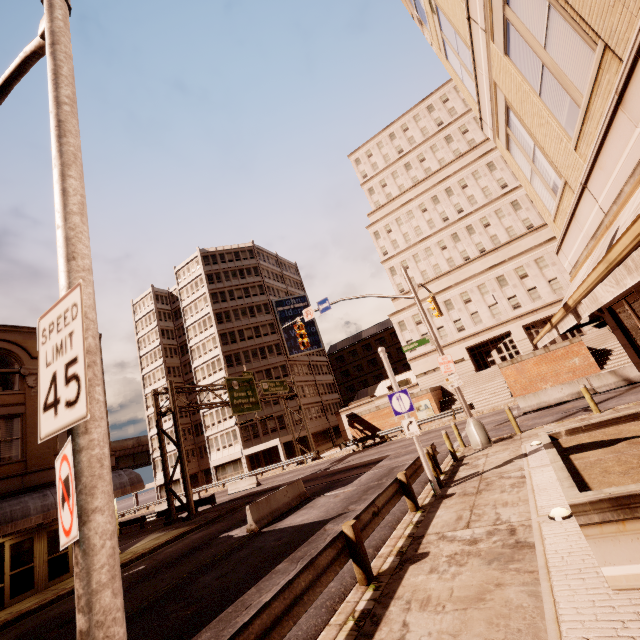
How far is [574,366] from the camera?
28.1 meters

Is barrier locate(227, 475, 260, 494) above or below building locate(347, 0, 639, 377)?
below

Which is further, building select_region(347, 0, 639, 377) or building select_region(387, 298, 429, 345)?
building select_region(387, 298, 429, 345)

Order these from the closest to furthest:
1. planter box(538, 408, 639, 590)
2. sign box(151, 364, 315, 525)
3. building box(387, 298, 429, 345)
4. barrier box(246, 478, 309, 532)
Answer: planter box(538, 408, 639, 590) → barrier box(246, 478, 309, 532) → sign box(151, 364, 315, 525) → building box(387, 298, 429, 345)

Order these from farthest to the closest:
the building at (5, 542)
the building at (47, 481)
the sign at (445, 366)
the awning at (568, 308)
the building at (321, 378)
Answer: the building at (321, 378) < the building at (47, 481) < the sign at (445, 366) < the building at (5, 542) < the awning at (568, 308)

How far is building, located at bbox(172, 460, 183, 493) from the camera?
51.3 meters

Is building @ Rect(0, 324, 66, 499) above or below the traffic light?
above

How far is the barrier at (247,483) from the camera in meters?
31.1 m
